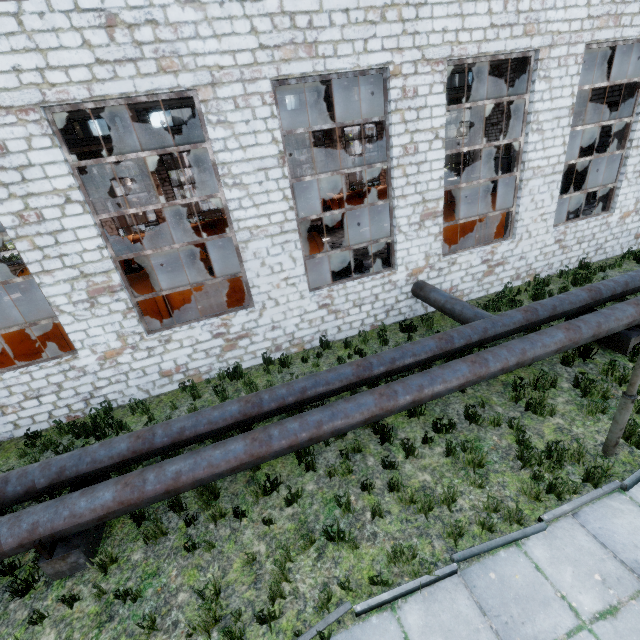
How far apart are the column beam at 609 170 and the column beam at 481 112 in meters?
18.0 m

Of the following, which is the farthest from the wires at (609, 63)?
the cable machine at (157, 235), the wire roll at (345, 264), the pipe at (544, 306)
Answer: the wire roll at (345, 264)

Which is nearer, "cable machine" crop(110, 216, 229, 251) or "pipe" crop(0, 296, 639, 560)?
"pipe" crop(0, 296, 639, 560)

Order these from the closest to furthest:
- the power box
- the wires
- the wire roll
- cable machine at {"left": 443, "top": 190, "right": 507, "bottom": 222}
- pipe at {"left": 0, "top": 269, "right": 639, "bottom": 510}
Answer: pipe at {"left": 0, "top": 269, "right": 639, "bottom": 510} < cable machine at {"left": 443, "top": 190, "right": 507, "bottom": 222} < the wire roll < the wires < the power box

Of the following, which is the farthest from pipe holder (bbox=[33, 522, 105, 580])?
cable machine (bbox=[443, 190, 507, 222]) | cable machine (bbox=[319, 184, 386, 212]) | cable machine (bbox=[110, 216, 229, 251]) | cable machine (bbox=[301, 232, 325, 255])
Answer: cable machine (bbox=[319, 184, 386, 212])

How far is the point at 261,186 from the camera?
7.8m

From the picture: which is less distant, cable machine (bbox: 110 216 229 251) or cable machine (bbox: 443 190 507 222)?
cable machine (bbox: 443 190 507 222)

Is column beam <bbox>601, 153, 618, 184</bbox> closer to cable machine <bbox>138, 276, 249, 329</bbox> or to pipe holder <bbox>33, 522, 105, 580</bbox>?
cable machine <bbox>138, 276, 249, 329</bbox>
